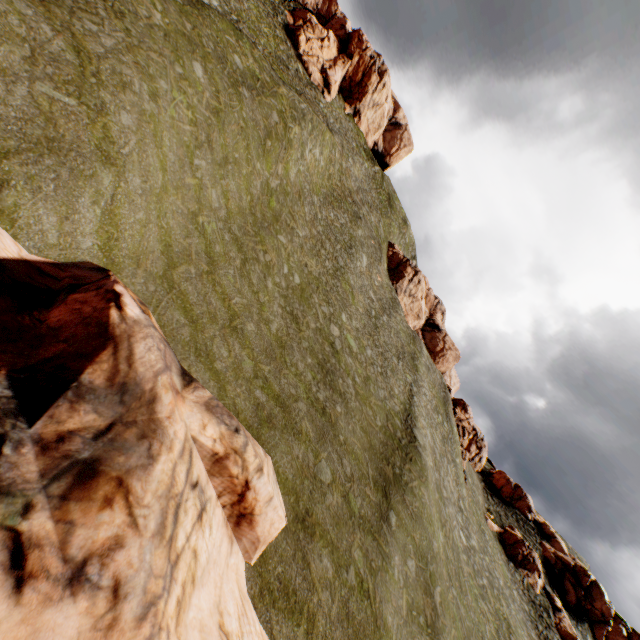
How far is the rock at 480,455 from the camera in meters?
48.1 m

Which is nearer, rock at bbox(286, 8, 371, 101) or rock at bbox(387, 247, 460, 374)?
rock at bbox(286, 8, 371, 101)

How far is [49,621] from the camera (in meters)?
4.95

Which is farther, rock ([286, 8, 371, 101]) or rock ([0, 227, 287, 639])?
rock ([286, 8, 371, 101])

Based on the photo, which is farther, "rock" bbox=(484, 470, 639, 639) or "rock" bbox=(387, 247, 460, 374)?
"rock" bbox=(387, 247, 460, 374)

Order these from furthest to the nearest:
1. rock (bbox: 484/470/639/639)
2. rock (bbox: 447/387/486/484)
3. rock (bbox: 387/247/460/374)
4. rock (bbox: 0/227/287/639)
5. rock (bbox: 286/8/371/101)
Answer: rock (bbox: 387/247/460/374)
rock (bbox: 286/8/371/101)
rock (bbox: 447/387/486/484)
rock (bbox: 484/470/639/639)
rock (bbox: 0/227/287/639)

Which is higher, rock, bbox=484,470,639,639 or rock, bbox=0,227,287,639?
rock, bbox=484,470,639,639
